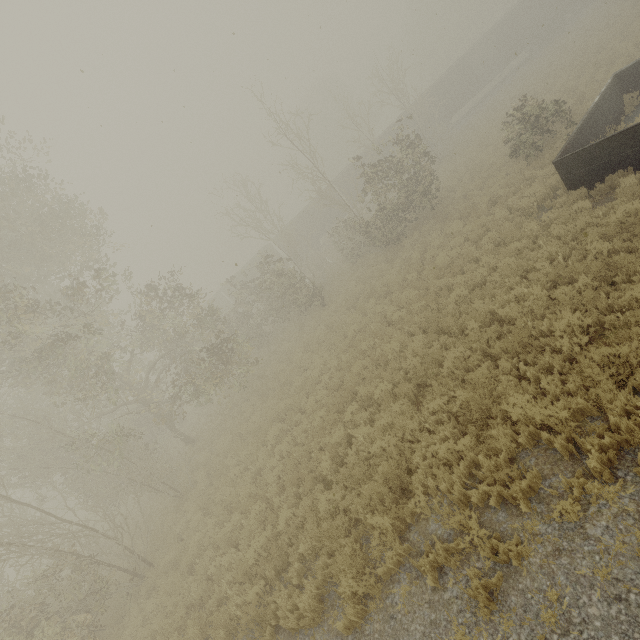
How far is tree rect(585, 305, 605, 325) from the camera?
6.41m

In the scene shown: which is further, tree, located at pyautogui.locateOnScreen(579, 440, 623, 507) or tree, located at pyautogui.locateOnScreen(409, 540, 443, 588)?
tree, located at pyautogui.locateOnScreen(409, 540, 443, 588)

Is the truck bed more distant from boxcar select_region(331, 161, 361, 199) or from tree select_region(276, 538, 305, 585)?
boxcar select_region(331, 161, 361, 199)

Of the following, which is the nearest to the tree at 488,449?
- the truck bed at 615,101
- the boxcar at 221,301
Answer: the truck bed at 615,101

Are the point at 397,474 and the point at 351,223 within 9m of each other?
no

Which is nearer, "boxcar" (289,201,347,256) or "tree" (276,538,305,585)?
"tree" (276,538,305,585)

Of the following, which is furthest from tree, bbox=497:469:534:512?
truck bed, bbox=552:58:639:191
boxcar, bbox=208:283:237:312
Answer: boxcar, bbox=208:283:237:312

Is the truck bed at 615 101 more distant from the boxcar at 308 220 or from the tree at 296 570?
the boxcar at 308 220
